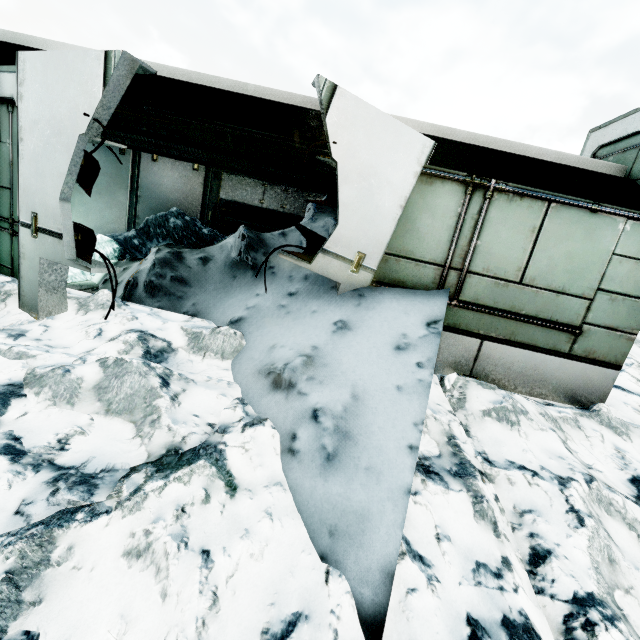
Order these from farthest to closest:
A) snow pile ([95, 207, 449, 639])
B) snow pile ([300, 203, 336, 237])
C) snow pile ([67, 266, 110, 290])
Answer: snow pile ([67, 266, 110, 290])
snow pile ([300, 203, 336, 237])
snow pile ([95, 207, 449, 639])

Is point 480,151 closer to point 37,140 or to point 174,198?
point 37,140

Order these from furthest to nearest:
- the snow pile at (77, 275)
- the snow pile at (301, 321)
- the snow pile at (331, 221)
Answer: the snow pile at (77, 275) < the snow pile at (331, 221) < the snow pile at (301, 321)

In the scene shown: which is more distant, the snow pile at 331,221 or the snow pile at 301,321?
the snow pile at 331,221

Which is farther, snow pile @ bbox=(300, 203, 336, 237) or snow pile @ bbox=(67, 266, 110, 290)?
snow pile @ bbox=(67, 266, 110, 290)

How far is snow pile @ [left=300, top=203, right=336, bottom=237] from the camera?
5.0m
